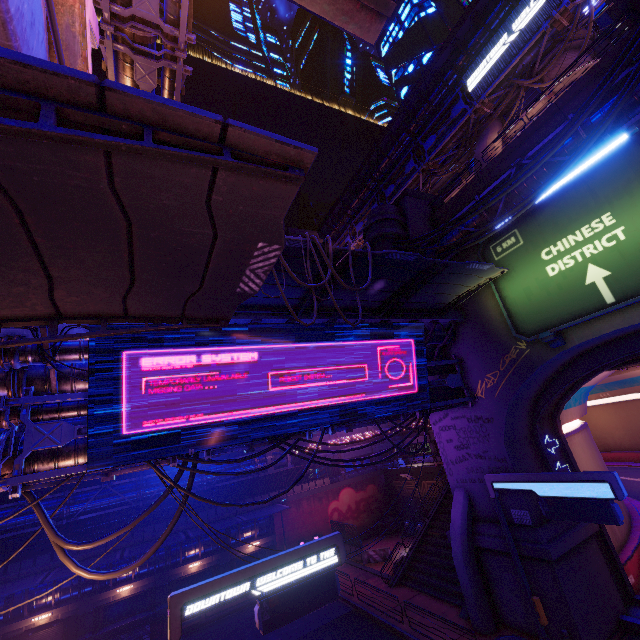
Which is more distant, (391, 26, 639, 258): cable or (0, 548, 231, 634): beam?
(0, 548, 231, 634): beam

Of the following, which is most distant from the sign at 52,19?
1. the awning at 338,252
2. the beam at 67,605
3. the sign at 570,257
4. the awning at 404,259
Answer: the beam at 67,605

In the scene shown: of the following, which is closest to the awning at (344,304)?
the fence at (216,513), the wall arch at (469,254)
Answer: the wall arch at (469,254)

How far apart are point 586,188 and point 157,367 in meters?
17.7 m

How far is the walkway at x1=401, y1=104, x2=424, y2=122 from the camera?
39.71m

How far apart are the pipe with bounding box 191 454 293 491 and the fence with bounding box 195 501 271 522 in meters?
0.0 m

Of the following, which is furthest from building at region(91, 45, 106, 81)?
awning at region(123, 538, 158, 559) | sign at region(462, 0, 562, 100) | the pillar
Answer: the pillar

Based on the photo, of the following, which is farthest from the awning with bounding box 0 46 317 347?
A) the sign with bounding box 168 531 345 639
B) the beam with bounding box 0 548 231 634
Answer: the beam with bounding box 0 548 231 634
